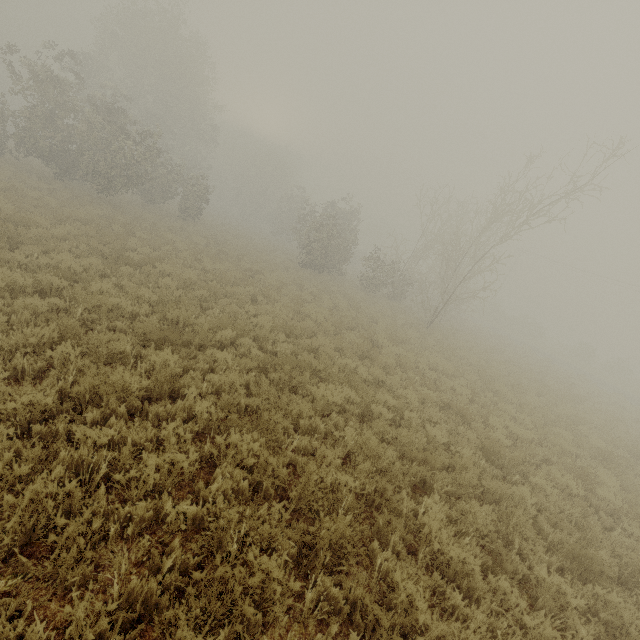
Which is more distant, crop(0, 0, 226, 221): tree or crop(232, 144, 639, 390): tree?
crop(0, 0, 226, 221): tree

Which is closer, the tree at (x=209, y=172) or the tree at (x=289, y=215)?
the tree at (x=289, y=215)

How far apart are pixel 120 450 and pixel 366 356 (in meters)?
8.78
